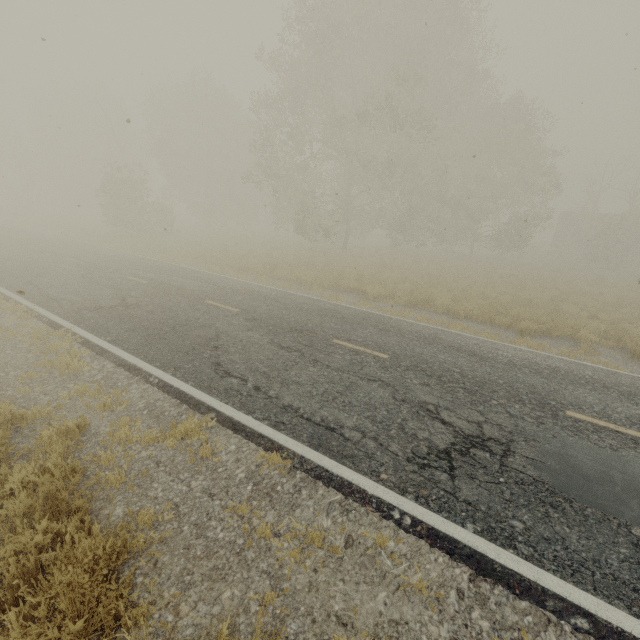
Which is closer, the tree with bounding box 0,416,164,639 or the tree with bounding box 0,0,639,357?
the tree with bounding box 0,416,164,639

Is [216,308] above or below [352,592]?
above

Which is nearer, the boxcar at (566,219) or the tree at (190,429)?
the tree at (190,429)

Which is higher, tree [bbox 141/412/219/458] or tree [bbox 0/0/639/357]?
tree [bbox 0/0/639/357]

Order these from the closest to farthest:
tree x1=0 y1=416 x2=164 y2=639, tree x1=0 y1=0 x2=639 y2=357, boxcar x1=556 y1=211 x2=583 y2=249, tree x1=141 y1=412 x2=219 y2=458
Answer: tree x1=0 y1=416 x2=164 y2=639 < tree x1=141 y1=412 x2=219 y2=458 < tree x1=0 y1=0 x2=639 y2=357 < boxcar x1=556 y1=211 x2=583 y2=249

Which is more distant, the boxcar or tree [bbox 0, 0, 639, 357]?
the boxcar

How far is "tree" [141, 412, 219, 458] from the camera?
4.6m

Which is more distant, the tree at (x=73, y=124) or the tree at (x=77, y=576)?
the tree at (x=73, y=124)
